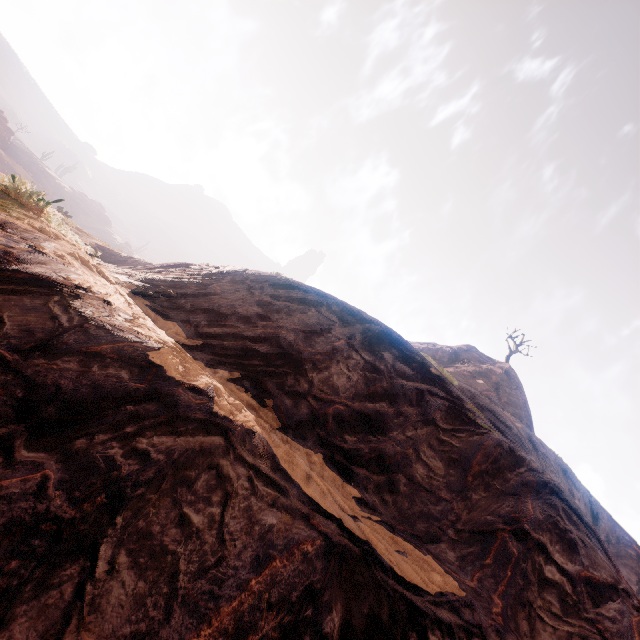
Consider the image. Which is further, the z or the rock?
the rock

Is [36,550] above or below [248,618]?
below

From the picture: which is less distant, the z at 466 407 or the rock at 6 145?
the z at 466 407

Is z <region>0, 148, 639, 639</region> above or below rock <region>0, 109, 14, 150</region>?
below

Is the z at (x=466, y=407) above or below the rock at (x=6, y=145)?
below
